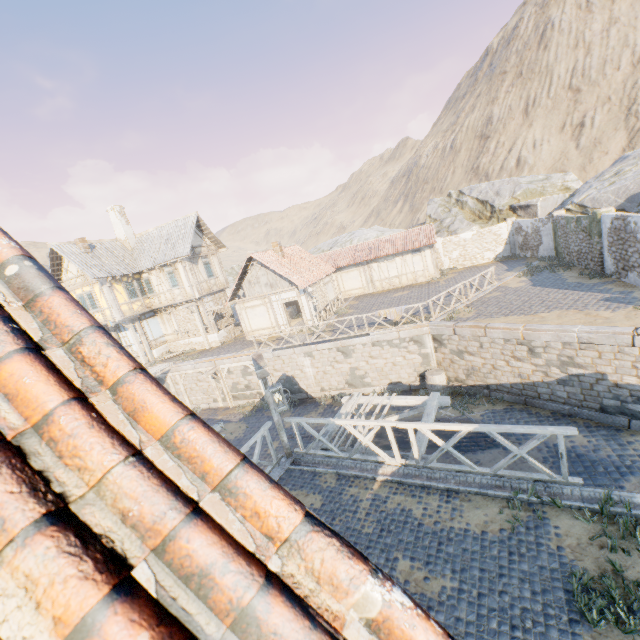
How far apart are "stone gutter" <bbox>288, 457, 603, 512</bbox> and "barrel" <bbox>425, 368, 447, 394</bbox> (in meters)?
9.04

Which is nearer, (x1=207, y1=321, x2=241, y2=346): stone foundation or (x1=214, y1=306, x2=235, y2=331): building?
(x1=207, y1=321, x2=241, y2=346): stone foundation

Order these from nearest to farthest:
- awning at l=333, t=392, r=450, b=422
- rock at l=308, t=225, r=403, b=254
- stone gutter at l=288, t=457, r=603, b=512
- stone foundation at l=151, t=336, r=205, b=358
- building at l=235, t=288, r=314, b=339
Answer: stone gutter at l=288, t=457, r=603, b=512 → awning at l=333, t=392, r=450, b=422 → building at l=235, t=288, r=314, b=339 → stone foundation at l=151, t=336, r=205, b=358 → rock at l=308, t=225, r=403, b=254

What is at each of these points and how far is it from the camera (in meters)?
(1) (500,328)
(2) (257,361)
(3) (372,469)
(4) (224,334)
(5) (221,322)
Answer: (1) stone blocks, 13.07
(2) wooden structure, 7.25
(3) stone gutter, 7.22
(4) stone foundation, 25.39
(5) building, 25.75

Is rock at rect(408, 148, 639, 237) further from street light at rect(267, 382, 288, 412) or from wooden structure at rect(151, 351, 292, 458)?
street light at rect(267, 382, 288, 412)

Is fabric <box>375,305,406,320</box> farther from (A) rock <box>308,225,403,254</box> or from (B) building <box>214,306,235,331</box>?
(B) building <box>214,306,235,331</box>

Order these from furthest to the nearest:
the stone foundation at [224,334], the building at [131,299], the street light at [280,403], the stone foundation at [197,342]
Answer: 1. the stone foundation at [197,342]
2. the stone foundation at [224,334]
3. the building at [131,299]
4. the street light at [280,403]

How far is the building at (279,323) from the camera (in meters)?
21.59
